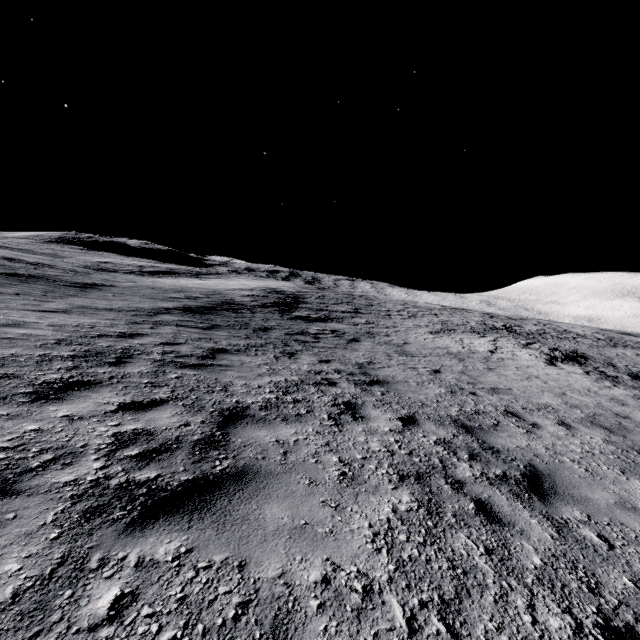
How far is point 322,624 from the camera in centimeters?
176cm
